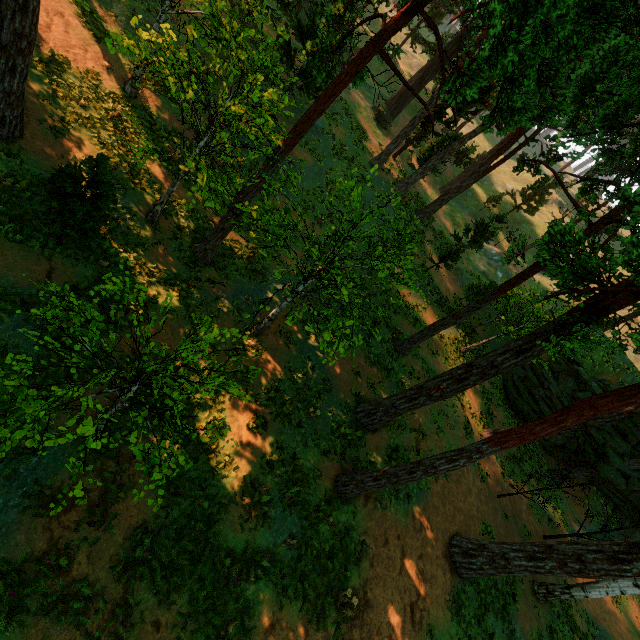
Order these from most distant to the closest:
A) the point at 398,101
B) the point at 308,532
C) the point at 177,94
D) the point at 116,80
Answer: the point at 398,101 → the point at 116,80 → the point at 177,94 → the point at 308,532

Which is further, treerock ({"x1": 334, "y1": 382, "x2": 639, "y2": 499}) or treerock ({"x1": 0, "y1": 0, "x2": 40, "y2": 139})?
treerock ({"x1": 0, "y1": 0, "x2": 40, "y2": 139})

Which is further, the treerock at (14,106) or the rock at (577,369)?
the rock at (577,369)

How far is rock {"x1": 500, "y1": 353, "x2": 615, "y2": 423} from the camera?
25.61m

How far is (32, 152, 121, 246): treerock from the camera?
8.21m

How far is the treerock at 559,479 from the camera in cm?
1617
